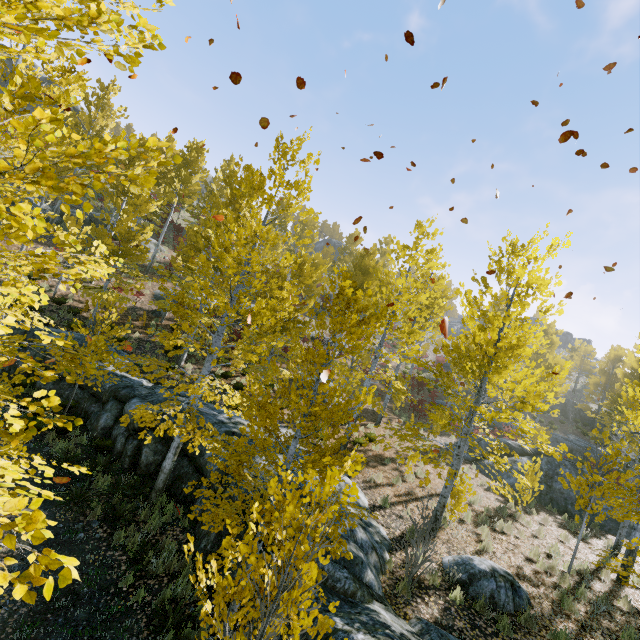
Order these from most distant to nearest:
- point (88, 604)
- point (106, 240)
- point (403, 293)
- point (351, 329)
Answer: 1. point (106, 240)
2. point (403, 293)
3. point (88, 604)
4. point (351, 329)

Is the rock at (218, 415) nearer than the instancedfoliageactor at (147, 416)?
No

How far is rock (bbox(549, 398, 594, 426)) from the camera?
35.66m

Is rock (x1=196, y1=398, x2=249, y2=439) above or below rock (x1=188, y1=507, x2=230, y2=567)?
above

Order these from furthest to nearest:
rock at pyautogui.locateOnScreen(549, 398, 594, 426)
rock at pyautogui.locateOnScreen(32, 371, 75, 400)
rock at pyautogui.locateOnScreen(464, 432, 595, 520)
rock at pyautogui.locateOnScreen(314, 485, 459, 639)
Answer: rock at pyautogui.locateOnScreen(549, 398, 594, 426) < rock at pyautogui.locateOnScreen(464, 432, 595, 520) < rock at pyautogui.locateOnScreen(32, 371, 75, 400) < rock at pyautogui.locateOnScreen(314, 485, 459, 639)

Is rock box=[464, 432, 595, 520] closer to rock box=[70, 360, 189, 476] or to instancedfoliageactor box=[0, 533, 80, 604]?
instancedfoliageactor box=[0, 533, 80, 604]

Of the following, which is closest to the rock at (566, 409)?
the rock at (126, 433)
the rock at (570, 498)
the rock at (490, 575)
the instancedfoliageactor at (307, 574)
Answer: the instancedfoliageactor at (307, 574)

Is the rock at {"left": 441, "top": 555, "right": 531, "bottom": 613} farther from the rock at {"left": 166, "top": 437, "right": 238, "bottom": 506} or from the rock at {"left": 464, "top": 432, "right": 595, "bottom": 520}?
the rock at {"left": 464, "top": 432, "right": 595, "bottom": 520}
